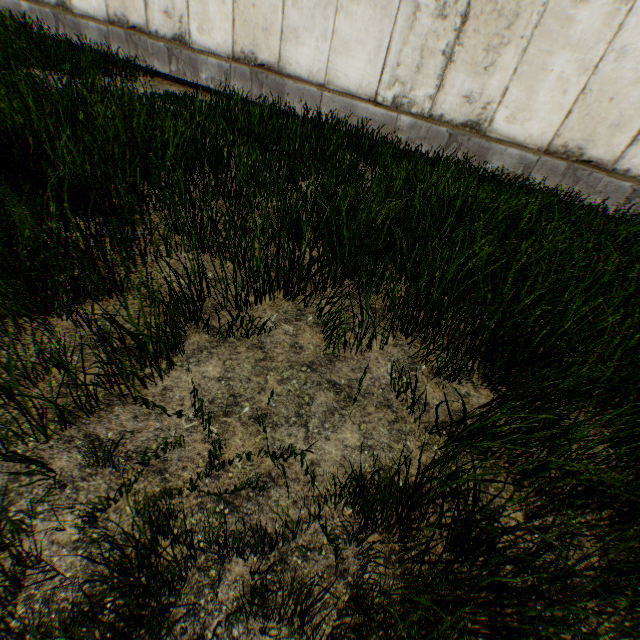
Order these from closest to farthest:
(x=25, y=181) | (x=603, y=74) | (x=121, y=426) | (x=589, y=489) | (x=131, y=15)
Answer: (x=589, y=489), (x=121, y=426), (x=25, y=181), (x=603, y=74), (x=131, y=15)
